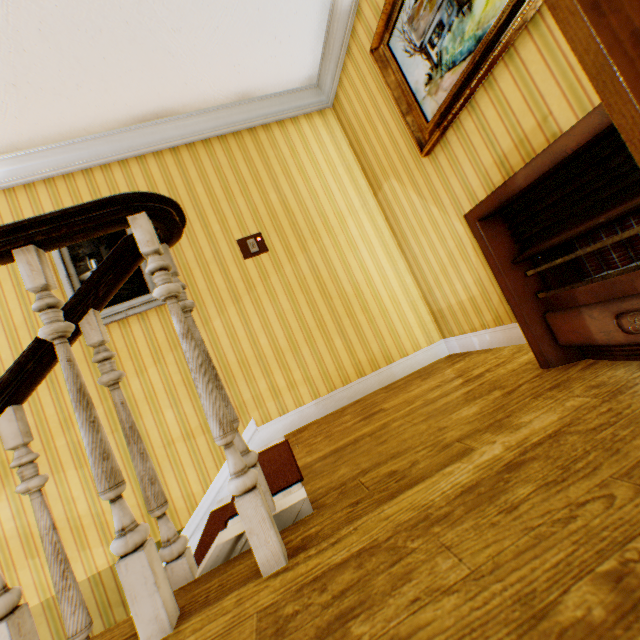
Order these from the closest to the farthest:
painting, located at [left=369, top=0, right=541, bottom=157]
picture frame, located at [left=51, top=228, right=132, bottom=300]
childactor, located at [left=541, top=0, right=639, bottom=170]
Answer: childactor, located at [left=541, top=0, right=639, bottom=170]
painting, located at [left=369, top=0, right=541, bottom=157]
picture frame, located at [left=51, top=228, right=132, bottom=300]

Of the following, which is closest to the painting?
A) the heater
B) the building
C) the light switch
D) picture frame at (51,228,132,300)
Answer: the building

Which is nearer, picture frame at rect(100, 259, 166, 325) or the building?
the building

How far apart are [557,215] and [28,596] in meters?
4.1 m

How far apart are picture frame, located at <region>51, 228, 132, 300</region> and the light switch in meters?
0.8

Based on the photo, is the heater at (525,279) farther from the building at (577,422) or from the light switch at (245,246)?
the light switch at (245,246)

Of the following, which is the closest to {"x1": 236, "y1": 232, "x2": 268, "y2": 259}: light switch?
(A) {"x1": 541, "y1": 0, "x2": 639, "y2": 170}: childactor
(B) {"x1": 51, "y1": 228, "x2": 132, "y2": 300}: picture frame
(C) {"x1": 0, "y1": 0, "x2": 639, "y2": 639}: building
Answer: (C) {"x1": 0, "y1": 0, "x2": 639, "y2": 639}: building

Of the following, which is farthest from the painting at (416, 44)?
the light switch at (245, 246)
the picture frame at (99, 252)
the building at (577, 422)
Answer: the picture frame at (99, 252)
